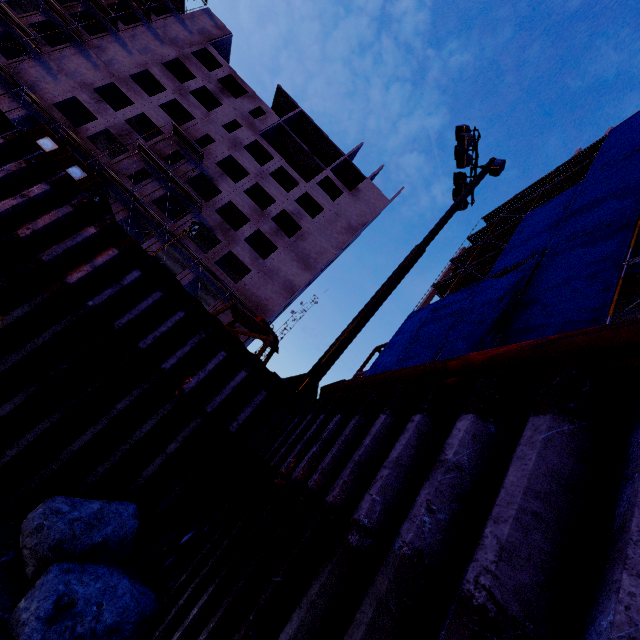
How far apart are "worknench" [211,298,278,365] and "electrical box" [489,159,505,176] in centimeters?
977cm

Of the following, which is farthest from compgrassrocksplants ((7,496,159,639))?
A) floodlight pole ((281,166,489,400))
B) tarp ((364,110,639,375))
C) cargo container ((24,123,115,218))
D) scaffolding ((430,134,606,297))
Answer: scaffolding ((430,134,606,297))

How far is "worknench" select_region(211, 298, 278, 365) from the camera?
7.23m

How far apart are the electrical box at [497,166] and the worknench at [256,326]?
9.8 meters

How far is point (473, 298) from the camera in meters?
19.2

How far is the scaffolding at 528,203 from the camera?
24.41m

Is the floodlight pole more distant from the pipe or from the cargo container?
the cargo container

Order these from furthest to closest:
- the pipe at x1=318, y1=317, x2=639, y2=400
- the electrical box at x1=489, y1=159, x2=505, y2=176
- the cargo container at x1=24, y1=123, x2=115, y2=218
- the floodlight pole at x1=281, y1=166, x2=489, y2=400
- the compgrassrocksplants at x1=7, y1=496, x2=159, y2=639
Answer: the cargo container at x1=24, y1=123, x2=115, y2=218 → the electrical box at x1=489, y1=159, x2=505, y2=176 → the floodlight pole at x1=281, y1=166, x2=489, y2=400 → the compgrassrocksplants at x1=7, y1=496, x2=159, y2=639 → the pipe at x1=318, y1=317, x2=639, y2=400
